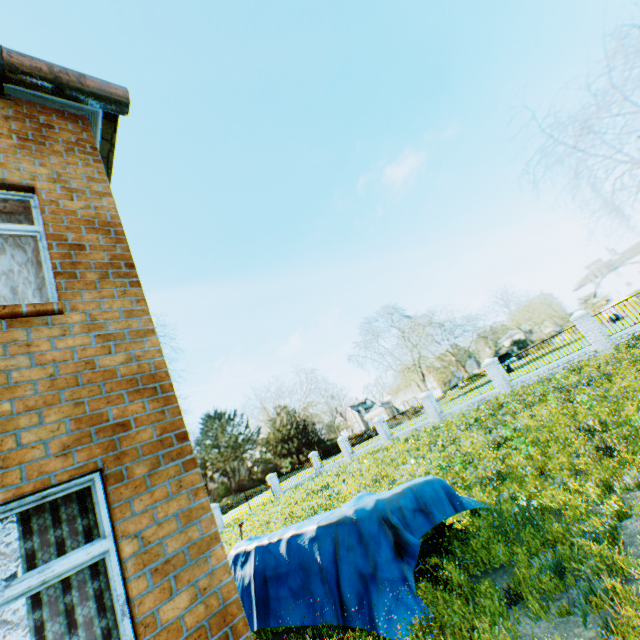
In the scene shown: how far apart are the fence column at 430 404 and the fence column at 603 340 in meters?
10.3

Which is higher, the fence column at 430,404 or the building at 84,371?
the building at 84,371

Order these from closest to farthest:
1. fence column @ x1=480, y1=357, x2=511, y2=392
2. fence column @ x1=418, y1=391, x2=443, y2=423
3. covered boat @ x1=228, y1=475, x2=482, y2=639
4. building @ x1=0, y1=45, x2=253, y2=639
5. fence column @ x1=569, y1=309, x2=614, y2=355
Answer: building @ x1=0, y1=45, x2=253, y2=639, covered boat @ x1=228, y1=475, x2=482, y2=639, fence column @ x1=569, y1=309, x2=614, y2=355, fence column @ x1=480, y1=357, x2=511, y2=392, fence column @ x1=418, y1=391, x2=443, y2=423

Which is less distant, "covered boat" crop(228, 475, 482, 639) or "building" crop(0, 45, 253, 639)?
"building" crop(0, 45, 253, 639)

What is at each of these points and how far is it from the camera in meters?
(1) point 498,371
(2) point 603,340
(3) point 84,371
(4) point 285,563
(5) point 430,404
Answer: (1) fence column, 20.3
(2) fence column, 16.5
(3) building, 3.1
(4) covered boat, 5.6
(5) fence column, 24.0

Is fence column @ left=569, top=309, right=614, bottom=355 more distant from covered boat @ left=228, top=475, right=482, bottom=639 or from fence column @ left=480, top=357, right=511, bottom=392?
covered boat @ left=228, top=475, right=482, bottom=639

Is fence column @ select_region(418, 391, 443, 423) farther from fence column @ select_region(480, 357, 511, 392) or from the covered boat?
the covered boat

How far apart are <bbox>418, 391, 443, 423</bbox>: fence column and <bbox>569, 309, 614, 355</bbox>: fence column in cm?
1032
